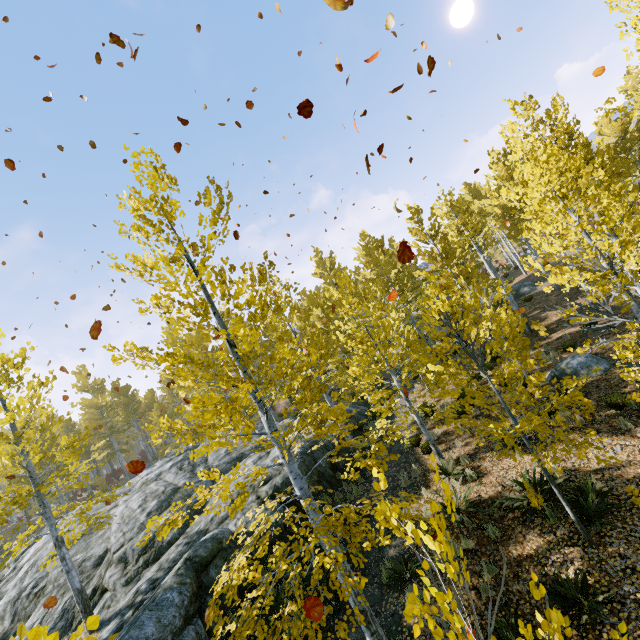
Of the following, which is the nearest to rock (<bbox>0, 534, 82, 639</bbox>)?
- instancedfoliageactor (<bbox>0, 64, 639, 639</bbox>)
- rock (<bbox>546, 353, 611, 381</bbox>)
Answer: instancedfoliageactor (<bbox>0, 64, 639, 639</bbox>)

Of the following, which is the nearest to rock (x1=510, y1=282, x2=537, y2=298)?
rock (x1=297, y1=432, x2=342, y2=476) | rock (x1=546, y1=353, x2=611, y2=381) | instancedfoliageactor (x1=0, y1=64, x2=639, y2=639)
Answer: instancedfoliageactor (x1=0, y1=64, x2=639, y2=639)

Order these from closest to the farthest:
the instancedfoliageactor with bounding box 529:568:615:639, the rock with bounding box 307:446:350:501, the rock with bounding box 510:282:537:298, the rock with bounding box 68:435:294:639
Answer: the instancedfoliageactor with bounding box 529:568:615:639 < the rock with bounding box 68:435:294:639 < the rock with bounding box 307:446:350:501 < the rock with bounding box 510:282:537:298

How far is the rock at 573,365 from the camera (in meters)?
11.95

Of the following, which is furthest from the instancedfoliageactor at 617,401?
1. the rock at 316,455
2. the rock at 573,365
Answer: the rock at 573,365

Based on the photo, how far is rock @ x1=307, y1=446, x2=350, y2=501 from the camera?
11.5 meters

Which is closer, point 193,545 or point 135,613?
point 135,613
